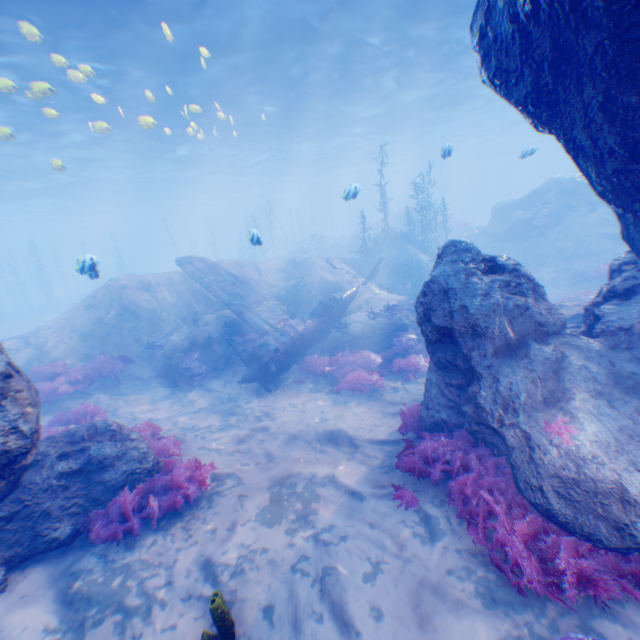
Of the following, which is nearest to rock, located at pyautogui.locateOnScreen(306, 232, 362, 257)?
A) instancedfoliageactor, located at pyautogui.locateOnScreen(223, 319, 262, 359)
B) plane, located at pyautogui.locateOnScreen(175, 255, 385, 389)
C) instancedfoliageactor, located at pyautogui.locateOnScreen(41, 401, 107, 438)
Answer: plane, located at pyautogui.locateOnScreen(175, 255, 385, 389)

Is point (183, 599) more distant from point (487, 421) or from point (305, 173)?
point (305, 173)

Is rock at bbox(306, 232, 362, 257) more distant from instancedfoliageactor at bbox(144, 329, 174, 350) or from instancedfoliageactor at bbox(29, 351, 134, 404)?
instancedfoliageactor at bbox(29, 351, 134, 404)

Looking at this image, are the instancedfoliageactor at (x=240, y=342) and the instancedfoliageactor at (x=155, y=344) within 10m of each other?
yes

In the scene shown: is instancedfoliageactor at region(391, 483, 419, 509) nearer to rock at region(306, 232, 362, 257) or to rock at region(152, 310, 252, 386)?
rock at region(152, 310, 252, 386)

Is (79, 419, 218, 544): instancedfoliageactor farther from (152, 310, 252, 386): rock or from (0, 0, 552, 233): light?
(0, 0, 552, 233): light

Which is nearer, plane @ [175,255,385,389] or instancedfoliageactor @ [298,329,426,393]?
instancedfoliageactor @ [298,329,426,393]

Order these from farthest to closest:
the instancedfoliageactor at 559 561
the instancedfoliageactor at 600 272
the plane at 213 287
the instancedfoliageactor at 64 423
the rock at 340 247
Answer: the rock at 340 247 < the instancedfoliageactor at 600 272 < the plane at 213 287 < the instancedfoliageactor at 64 423 < the instancedfoliageactor at 559 561
